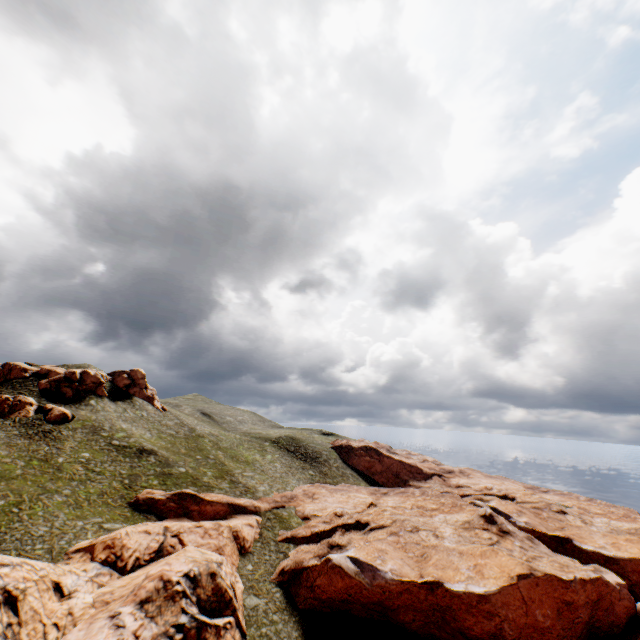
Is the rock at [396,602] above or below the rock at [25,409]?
below

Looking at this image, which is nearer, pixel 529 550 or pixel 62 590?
pixel 62 590

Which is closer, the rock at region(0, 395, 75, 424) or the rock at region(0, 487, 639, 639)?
the rock at region(0, 487, 639, 639)

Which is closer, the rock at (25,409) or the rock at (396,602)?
the rock at (396,602)

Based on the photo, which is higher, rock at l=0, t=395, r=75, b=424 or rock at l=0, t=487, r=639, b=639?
rock at l=0, t=395, r=75, b=424
